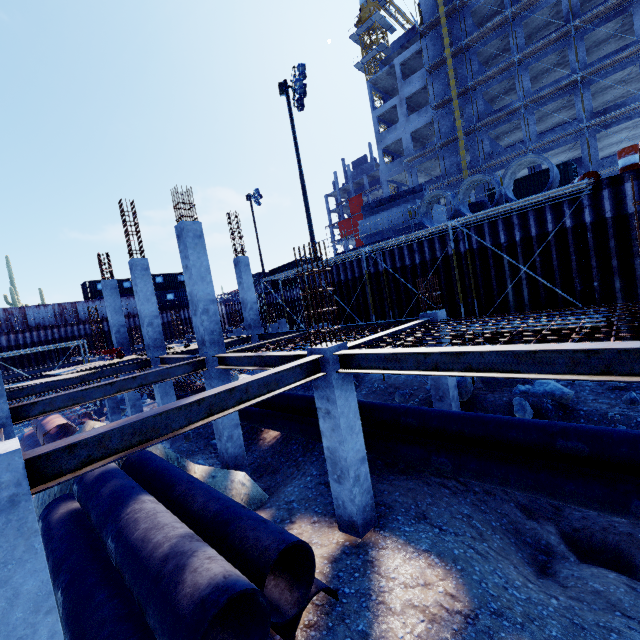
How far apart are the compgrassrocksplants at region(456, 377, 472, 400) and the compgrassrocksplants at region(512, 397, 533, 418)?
0.5 meters

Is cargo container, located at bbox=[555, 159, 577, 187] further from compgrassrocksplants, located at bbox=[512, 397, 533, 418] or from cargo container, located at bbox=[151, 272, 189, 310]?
cargo container, located at bbox=[151, 272, 189, 310]

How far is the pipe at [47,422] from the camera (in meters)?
14.82

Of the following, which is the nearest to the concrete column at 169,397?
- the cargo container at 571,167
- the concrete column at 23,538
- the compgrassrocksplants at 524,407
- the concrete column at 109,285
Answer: the concrete column at 109,285

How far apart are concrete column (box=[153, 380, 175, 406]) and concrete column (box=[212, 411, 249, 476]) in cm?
434

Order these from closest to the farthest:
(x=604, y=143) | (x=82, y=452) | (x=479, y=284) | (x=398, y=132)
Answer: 1. (x=82, y=452)
2. (x=479, y=284)
3. (x=604, y=143)
4. (x=398, y=132)

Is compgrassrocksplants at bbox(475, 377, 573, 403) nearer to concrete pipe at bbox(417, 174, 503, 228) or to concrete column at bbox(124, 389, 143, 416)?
concrete pipe at bbox(417, 174, 503, 228)

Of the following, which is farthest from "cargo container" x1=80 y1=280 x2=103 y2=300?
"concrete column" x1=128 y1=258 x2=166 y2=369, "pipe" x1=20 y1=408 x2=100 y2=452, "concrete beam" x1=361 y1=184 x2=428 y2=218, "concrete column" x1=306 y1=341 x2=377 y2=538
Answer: "concrete column" x1=306 y1=341 x2=377 y2=538
